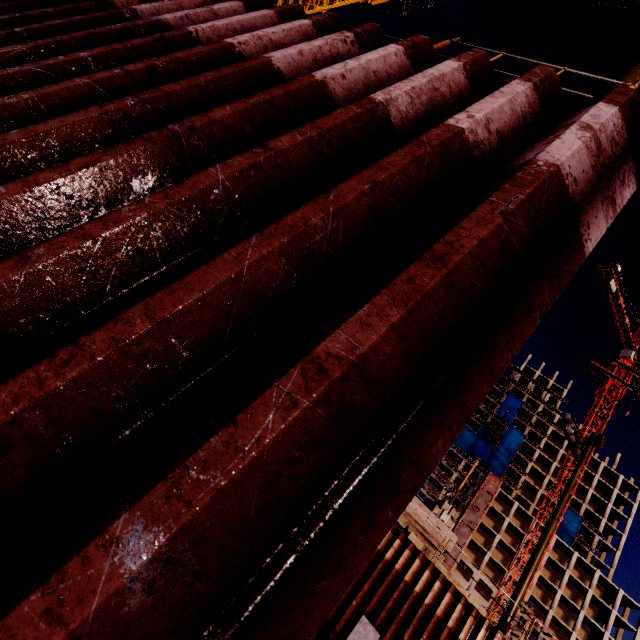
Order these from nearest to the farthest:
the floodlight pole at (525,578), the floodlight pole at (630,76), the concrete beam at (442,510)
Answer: the floodlight pole at (630,76) → the floodlight pole at (525,578) → the concrete beam at (442,510)

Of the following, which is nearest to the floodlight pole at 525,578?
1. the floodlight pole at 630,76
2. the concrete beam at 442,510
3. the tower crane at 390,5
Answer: the concrete beam at 442,510

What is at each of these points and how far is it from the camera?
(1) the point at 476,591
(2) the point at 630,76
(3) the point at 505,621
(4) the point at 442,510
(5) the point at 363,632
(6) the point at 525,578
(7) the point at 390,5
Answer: (1) concrete column, 58.8 meters
(2) floodlight pole, 4.9 meters
(3) floodlight pole, 13.2 meters
(4) concrete beam, 17.4 meters
(5) concrete column, 8.8 meters
(6) floodlight pole, 14.0 meters
(7) tower crane, 33.2 meters

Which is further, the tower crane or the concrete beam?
the tower crane

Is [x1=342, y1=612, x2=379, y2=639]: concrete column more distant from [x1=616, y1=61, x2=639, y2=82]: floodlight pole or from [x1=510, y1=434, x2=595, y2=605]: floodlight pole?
[x1=616, y1=61, x2=639, y2=82]: floodlight pole

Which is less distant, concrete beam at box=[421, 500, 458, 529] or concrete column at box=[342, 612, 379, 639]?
concrete column at box=[342, 612, 379, 639]

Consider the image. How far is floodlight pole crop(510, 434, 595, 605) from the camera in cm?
1383

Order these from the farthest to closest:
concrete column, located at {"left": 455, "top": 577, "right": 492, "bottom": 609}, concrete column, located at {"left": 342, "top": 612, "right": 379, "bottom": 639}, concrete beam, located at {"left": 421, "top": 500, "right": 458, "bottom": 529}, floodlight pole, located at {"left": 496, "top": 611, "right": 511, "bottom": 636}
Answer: concrete column, located at {"left": 455, "top": 577, "right": 492, "bottom": 609} < concrete beam, located at {"left": 421, "top": 500, "right": 458, "bottom": 529} < floodlight pole, located at {"left": 496, "top": 611, "right": 511, "bottom": 636} < concrete column, located at {"left": 342, "top": 612, "right": 379, "bottom": 639}
